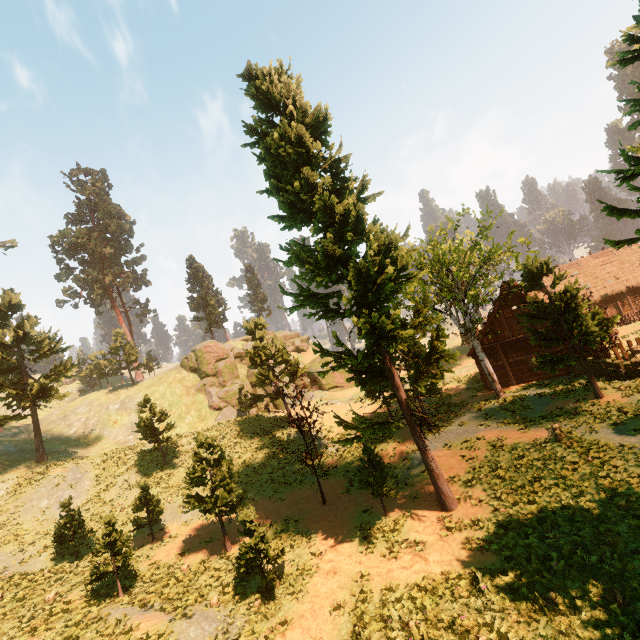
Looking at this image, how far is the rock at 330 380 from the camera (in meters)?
42.86

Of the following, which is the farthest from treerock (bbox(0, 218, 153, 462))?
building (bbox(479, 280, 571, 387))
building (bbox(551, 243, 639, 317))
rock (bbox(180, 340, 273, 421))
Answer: rock (bbox(180, 340, 273, 421))

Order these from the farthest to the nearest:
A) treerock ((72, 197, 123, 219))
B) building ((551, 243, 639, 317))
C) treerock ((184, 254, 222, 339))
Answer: treerock ((72, 197, 123, 219))
treerock ((184, 254, 222, 339))
building ((551, 243, 639, 317))

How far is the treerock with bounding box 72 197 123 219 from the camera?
58.2 meters

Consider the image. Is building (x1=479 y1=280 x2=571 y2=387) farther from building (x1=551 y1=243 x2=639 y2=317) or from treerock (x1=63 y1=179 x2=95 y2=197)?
building (x1=551 y1=243 x2=639 y2=317)

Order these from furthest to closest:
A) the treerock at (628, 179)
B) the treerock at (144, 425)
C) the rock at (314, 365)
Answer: the rock at (314, 365)
the treerock at (144, 425)
the treerock at (628, 179)

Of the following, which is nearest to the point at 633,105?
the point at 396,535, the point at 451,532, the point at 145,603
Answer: the point at 451,532

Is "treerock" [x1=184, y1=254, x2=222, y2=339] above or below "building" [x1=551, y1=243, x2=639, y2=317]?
above
